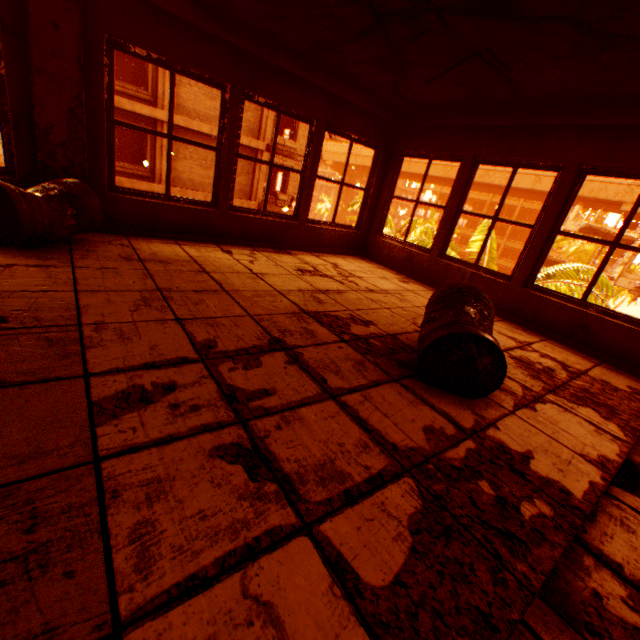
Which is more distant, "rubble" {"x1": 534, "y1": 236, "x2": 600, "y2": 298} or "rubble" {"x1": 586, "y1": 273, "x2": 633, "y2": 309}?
"rubble" {"x1": 534, "y1": 236, "x2": 600, "y2": 298}

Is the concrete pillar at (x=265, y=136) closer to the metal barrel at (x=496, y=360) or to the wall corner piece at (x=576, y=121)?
the wall corner piece at (x=576, y=121)

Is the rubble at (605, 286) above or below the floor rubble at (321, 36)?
below

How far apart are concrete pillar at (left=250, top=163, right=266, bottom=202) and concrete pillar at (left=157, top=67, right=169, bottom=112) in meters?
4.4

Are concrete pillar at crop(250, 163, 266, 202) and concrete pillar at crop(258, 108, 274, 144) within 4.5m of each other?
yes

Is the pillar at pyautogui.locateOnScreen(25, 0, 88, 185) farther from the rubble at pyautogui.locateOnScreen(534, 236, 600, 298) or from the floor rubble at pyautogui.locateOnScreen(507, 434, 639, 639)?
the rubble at pyautogui.locateOnScreen(534, 236, 600, 298)

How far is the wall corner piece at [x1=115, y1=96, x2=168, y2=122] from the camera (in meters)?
13.26

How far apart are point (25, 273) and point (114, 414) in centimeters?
185cm
